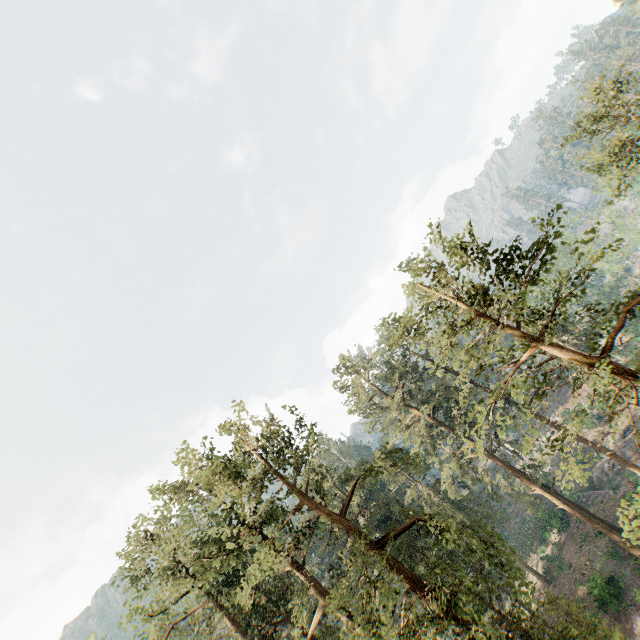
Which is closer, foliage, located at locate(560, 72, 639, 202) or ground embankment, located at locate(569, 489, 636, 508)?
foliage, located at locate(560, 72, 639, 202)

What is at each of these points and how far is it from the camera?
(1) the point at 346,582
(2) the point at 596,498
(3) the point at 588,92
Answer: (1) foliage, 14.48m
(2) ground embankment, 37.72m
(3) foliage, 20.78m

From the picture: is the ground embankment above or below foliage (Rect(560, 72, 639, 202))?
below

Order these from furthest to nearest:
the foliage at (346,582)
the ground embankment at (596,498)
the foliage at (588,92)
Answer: the ground embankment at (596,498)
the foliage at (588,92)
the foliage at (346,582)

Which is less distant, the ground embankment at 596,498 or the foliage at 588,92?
the foliage at 588,92

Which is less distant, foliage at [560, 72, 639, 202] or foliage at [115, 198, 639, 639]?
foliage at [115, 198, 639, 639]

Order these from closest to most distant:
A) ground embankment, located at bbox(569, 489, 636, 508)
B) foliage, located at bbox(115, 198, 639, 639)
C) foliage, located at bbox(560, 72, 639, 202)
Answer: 1. foliage, located at bbox(115, 198, 639, 639)
2. foliage, located at bbox(560, 72, 639, 202)
3. ground embankment, located at bbox(569, 489, 636, 508)
